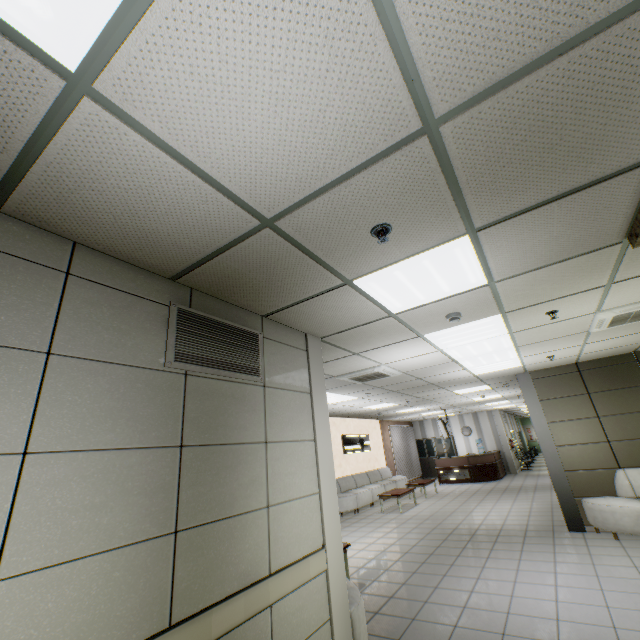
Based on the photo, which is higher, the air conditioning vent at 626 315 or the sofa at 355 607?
the air conditioning vent at 626 315

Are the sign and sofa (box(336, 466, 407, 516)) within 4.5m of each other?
yes

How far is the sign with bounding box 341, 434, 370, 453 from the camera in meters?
13.0 m

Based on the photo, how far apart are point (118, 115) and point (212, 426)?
1.94m

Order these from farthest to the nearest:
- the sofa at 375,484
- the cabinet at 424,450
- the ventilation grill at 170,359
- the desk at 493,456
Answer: the cabinet at 424,450
the desk at 493,456
the sofa at 375,484
the ventilation grill at 170,359

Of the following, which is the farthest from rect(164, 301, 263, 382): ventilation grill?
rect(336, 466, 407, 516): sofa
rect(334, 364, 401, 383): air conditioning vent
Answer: rect(336, 466, 407, 516): sofa

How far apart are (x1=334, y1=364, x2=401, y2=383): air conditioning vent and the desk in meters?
11.7

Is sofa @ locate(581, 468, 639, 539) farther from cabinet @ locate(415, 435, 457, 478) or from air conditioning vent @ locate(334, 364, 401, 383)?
cabinet @ locate(415, 435, 457, 478)
